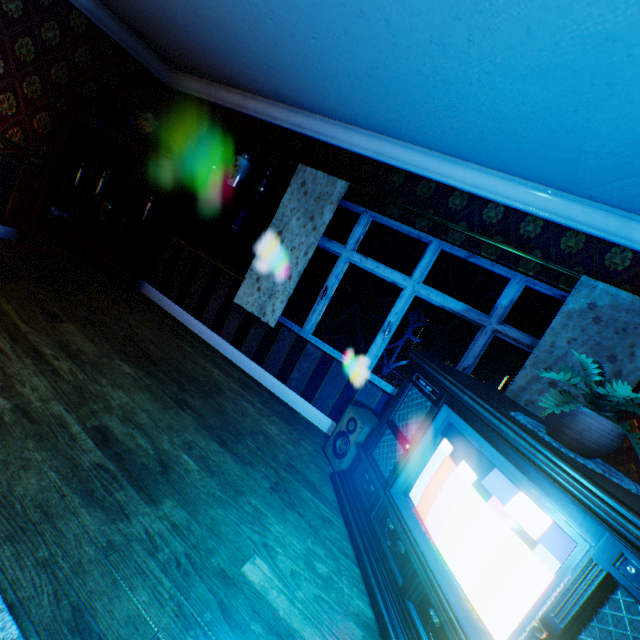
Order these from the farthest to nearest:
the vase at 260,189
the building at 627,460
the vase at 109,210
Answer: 1. the vase at 109,210
2. the vase at 260,189
3. the building at 627,460

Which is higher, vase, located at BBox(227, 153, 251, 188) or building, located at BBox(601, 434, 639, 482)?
vase, located at BBox(227, 153, 251, 188)

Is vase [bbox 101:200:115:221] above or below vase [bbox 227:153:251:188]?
below

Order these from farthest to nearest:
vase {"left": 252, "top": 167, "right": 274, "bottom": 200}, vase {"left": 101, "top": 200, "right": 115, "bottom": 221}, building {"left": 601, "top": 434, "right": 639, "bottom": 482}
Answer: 1. vase {"left": 101, "top": 200, "right": 115, "bottom": 221}
2. vase {"left": 252, "top": 167, "right": 274, "bottom": 200}
3. building {"left": 601, "top": 434, "right": 639, "bottom": 482}

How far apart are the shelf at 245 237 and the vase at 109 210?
1.1m

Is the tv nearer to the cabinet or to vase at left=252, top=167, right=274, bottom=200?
vase at left=252, top=167, right=274, bottom=200

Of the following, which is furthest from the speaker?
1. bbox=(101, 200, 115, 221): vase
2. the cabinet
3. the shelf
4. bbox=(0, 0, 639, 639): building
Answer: bbox=(101, 200, 115, 221): vase

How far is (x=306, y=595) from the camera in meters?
1.8 m
